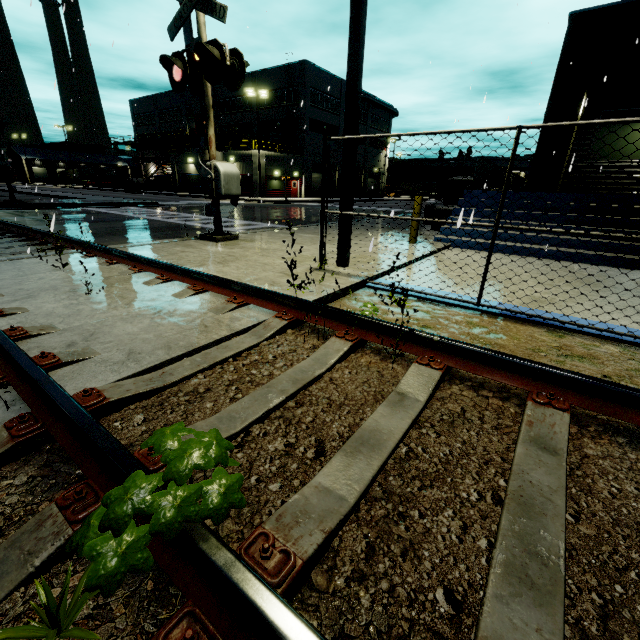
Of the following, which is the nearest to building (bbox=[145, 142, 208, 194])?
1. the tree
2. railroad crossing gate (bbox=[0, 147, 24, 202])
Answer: railroad crossing gate (bbox=[0, 147, 24, 202])

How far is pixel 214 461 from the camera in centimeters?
111cm

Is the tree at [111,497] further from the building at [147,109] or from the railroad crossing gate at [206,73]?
the railroad crossing gate at [206,73]

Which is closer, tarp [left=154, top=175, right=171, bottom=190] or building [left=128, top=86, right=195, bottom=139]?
tarp [left=154, top=175, right=171, bottom=190]

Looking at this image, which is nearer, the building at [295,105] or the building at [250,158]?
the building at [250,158]

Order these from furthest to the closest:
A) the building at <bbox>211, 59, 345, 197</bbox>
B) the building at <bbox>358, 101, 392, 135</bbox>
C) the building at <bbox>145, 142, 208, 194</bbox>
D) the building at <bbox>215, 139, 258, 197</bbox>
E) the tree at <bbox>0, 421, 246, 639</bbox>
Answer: the building at <bbox>358, 101, 392, 135</bbox> < the building at <bbox>145, 142, 208, 194</bbox> < the building at <bbox>211, 59, 345, 197</bbox> < the building at <bbox>215, 139, 258, 197</bbox> < the tree at <bbox>0, 421, 246, 639</bbox>

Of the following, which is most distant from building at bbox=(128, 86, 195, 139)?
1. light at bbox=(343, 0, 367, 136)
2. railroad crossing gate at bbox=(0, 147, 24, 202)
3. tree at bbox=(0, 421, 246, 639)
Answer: tree at bbox=(0, 421, 246, 639)

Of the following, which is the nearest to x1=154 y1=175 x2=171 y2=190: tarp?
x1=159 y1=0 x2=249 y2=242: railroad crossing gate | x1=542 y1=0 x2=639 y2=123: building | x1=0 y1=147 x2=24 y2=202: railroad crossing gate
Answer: x1=542 y1=0 x2=639 y2=123: building
